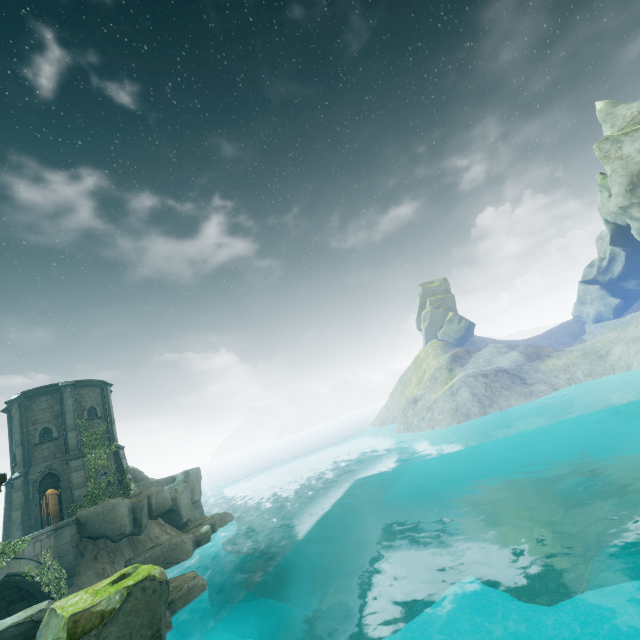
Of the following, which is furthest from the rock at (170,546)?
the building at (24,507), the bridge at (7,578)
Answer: the building at (24,507)

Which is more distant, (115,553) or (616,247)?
(616,247)

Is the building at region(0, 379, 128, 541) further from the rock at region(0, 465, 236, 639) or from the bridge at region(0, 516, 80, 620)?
the rock at region(0, 465, 236, 639)

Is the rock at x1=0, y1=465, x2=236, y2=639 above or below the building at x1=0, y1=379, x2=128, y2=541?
below

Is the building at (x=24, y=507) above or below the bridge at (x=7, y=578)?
above

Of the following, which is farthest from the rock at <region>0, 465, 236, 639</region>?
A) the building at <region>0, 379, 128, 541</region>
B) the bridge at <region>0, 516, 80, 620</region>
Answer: the building at <region>0, 379, 128, 541</region>
